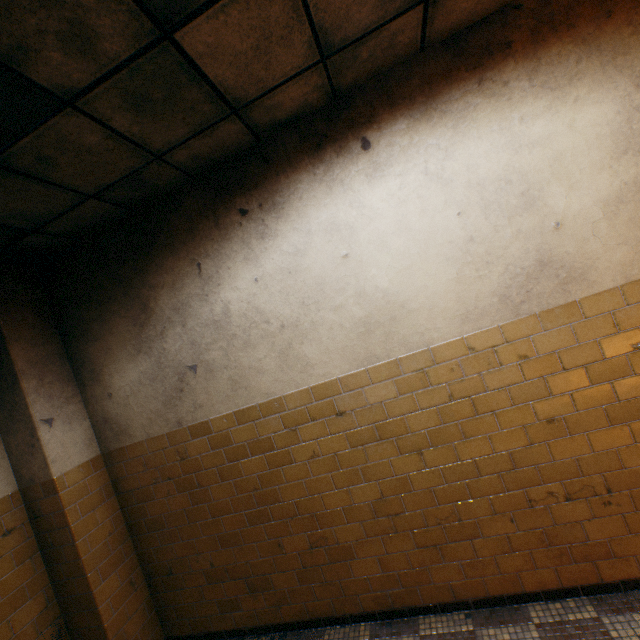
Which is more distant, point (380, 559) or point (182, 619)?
point (182, 619)
